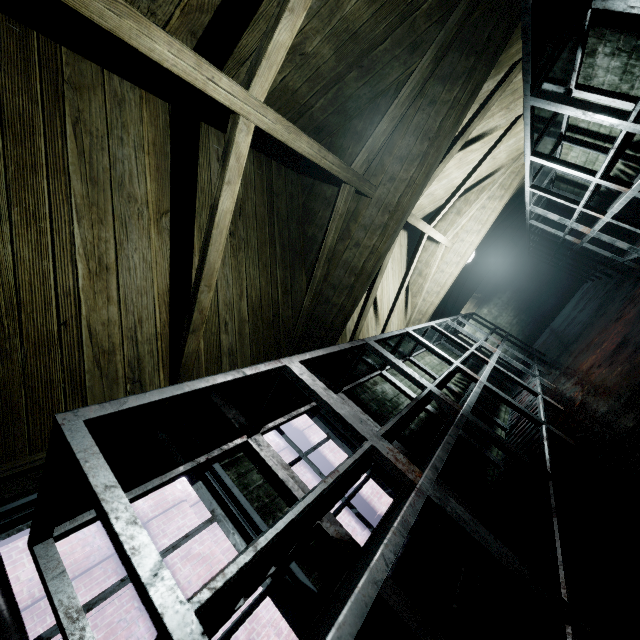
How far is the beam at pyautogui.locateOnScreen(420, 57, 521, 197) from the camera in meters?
2.7

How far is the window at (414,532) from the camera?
1.7m

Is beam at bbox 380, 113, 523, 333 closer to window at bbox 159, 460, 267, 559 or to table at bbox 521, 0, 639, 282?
table at bbox 521, 0, 639, 282

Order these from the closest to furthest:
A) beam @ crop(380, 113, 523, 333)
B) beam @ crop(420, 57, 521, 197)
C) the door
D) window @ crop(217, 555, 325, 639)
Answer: the door → window @ crop(217, 555, 325, 639) → beam @ crop(420, 57, 521, 197) → beam @ crop(380, 113, 523, 333)

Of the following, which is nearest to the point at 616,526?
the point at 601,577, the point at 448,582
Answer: the point at 601,577

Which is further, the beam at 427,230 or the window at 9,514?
the beam at 427,230

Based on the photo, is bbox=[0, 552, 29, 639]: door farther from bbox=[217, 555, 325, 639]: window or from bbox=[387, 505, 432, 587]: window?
bbox=[387, 505, 432, 587]: window
